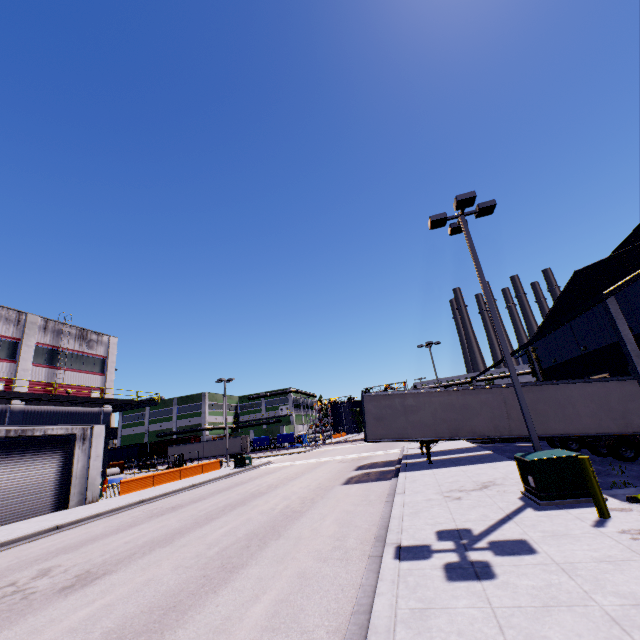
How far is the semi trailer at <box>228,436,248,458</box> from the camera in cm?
5491

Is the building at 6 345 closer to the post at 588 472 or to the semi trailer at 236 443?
the semi trailer at 236 443

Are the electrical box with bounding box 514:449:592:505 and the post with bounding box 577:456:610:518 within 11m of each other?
yes

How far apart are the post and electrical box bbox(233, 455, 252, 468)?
30.7m

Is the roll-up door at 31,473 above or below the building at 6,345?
below

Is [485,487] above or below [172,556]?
above

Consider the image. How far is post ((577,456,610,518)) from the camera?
6.72m

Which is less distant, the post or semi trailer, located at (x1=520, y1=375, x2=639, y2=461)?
the post
